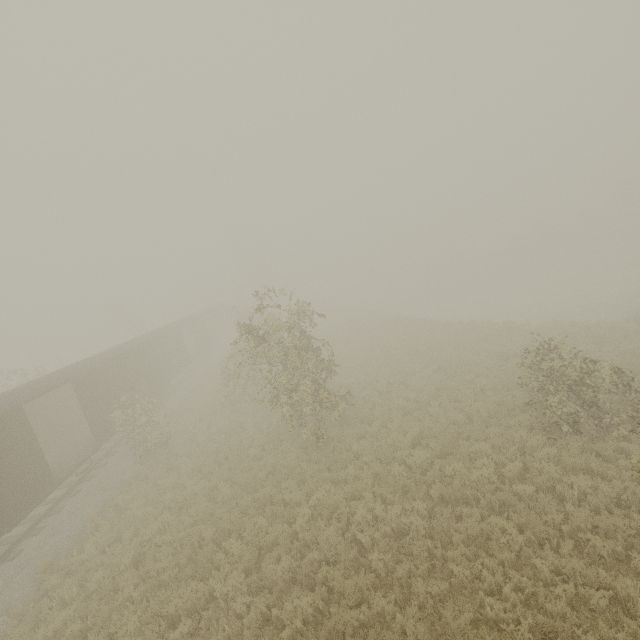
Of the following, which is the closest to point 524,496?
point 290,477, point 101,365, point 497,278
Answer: point 290,477
